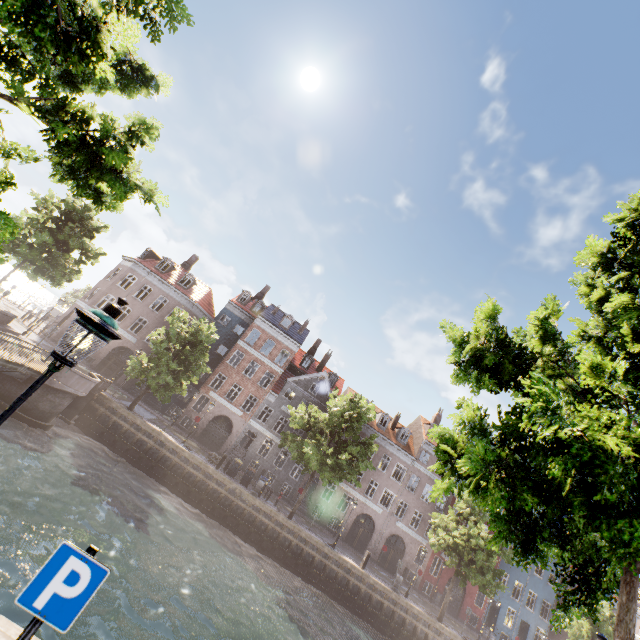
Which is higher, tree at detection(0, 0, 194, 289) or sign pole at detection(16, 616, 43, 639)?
tree at detection(0, 0, 194, 289)

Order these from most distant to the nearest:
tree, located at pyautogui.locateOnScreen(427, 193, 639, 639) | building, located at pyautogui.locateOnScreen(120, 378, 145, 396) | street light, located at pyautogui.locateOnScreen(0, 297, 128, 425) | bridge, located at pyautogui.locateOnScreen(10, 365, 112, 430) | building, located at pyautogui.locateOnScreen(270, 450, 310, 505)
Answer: building, located at pyautogui.locateOnScreen(270, 450, 310, 505)
building, located at pyautogui.locateOnScreen(120, 378, 145, 396)
bridge, located at pyautogui.locateOnScreen(10, 365, 112, 430)
tree, located at pyautogui.locateOnScreen(427, 193, 639, 639)
street light, located at pyautogui.locateOnScreen(0, 297, 128, 425)

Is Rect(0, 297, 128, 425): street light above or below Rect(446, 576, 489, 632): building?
above

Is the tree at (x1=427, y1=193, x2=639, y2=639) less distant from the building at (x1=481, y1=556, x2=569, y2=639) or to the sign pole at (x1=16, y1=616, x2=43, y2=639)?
the building at (x1=481, y1=556, x2=569, y2=639)

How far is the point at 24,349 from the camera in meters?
20.1

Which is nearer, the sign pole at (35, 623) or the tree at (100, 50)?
the sign pole at (35, 623)

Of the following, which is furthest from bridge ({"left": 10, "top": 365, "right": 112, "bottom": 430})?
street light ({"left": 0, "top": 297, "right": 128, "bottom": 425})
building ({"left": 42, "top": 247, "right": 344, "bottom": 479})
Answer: building ({"left": 42, "top": 247, "right": 344, "bottom": 479})

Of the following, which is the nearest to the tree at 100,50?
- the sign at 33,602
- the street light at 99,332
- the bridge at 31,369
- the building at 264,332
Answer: the bridge at 31,369
